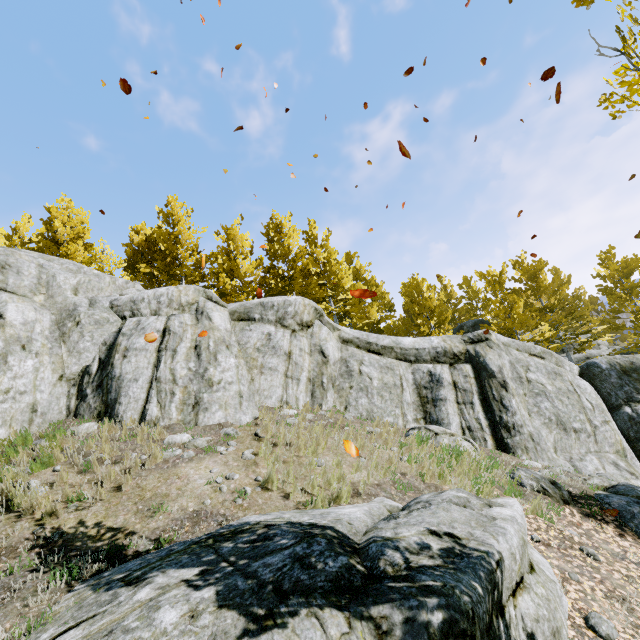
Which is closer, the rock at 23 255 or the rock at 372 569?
the rock at 372 569

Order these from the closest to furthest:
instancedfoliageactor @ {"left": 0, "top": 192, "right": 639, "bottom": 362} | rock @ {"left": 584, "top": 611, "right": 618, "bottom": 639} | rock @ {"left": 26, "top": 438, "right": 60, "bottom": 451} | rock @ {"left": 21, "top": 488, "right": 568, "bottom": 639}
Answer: rock @ {"left": 21, "top": 488, "right": 568, "bottom": 639} < rock @ {"left": 584, "top": 611, "right": 618, "bottom": 639} < rock @ {"left": 26, "top": 438, "right": 60, "bottom": 451} < instancedfoliageactor @ {"left": 0, "top": 192, "right": 639, "bottom": 362}

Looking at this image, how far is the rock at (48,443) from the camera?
6.53m

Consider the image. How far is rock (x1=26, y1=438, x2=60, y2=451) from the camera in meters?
6.5

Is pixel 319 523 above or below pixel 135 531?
below

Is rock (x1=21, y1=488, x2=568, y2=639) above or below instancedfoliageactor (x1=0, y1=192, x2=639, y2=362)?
below

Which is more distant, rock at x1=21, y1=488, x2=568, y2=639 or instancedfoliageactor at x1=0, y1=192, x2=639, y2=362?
instancedfoliageactor at x1=0, y1=192, x2=639, y2=362

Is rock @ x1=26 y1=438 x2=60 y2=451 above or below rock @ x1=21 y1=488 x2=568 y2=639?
above
